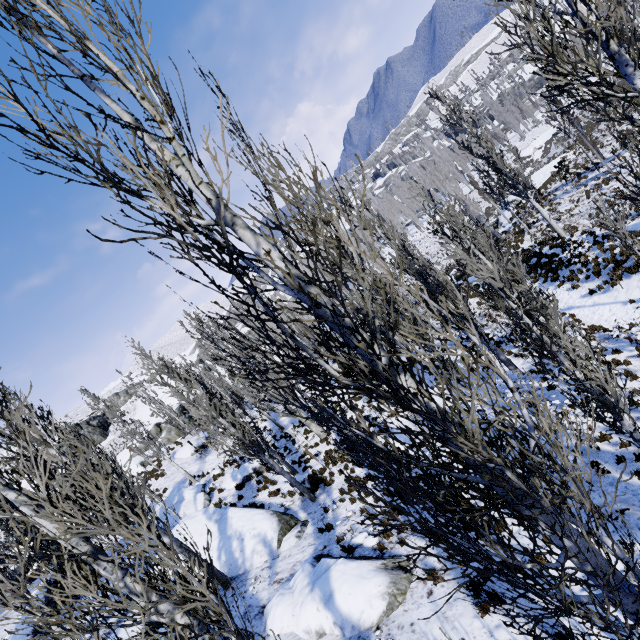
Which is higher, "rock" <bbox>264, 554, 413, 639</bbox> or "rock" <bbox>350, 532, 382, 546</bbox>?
"rock" <bbox>264, 554, 413, 639</bbox>

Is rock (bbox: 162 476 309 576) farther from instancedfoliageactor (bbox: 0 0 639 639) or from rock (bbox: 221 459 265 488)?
rock (bbox: 221 459 265 488)

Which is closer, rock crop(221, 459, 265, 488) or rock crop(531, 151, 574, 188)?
rock crop(221, 459, 265, 488)

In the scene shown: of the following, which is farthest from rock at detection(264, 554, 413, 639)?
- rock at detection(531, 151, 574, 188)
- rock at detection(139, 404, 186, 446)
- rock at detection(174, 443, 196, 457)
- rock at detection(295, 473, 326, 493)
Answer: rock at detection(531, 151, 574, 188)

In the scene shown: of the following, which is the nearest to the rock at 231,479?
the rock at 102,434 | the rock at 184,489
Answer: the rock at 184,489

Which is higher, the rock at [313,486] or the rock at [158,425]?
the rock at [158,425]

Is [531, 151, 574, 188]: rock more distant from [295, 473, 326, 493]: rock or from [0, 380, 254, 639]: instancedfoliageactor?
[295, 473, 326, 493]: rock

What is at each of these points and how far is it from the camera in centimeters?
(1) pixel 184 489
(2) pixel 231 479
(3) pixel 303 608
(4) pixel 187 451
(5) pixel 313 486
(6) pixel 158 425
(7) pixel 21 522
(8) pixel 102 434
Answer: Answer:
(1) rock, 2002cm
(2) rock, 1986cm
(3) rock, 688cm
(4) rock, 2820cm
(5) rock, 1499cm
(6) rock, 3591cm
(7) instancedfoliageactor, 1112cm
(8) rock, 5253cm
